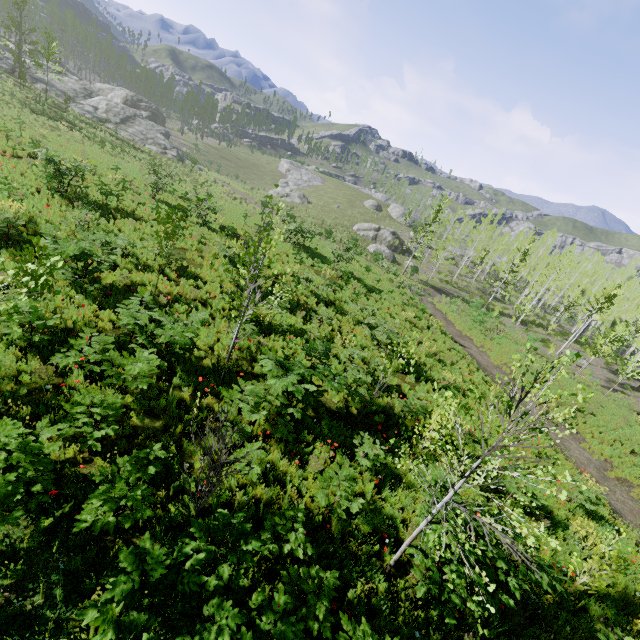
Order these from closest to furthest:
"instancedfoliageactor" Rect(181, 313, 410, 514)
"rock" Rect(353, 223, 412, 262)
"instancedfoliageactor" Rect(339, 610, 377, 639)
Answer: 1. "instancedfoliageactor" Rect(339, 610, 377, 639)
2. "instancedfoliageactor" Rect(181, 313, 410, 514)
3. "rock" Rect(353, 223, 412, 262)

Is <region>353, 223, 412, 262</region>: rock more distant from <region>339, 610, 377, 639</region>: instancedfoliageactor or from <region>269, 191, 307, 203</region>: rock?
<region>339, 610, 377, 639</region>: instancedfoliageactor

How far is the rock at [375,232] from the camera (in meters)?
45.84

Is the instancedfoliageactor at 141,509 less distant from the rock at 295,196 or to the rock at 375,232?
the rock at 375,232

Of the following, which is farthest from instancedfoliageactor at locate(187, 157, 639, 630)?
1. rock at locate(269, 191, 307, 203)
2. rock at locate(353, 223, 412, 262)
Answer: rock at locate(269, 191, 307, 203)

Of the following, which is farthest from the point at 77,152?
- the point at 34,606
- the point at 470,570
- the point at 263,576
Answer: the point at 470,570
